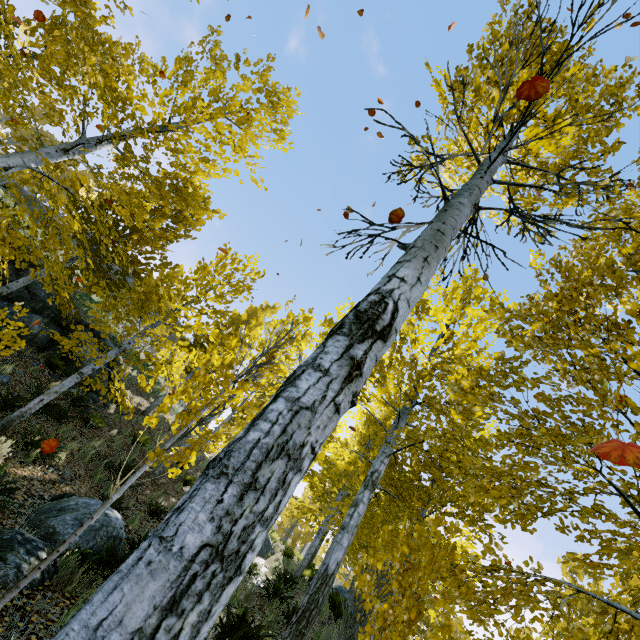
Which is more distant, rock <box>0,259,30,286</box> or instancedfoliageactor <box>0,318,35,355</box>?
rock <box>0,259,30,286</box>

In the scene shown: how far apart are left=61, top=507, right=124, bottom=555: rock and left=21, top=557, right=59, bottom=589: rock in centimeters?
72cm

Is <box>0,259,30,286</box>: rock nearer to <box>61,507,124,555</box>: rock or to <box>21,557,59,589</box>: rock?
<box>61,507,124,555</box>: rock

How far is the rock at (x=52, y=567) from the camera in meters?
3.7 m

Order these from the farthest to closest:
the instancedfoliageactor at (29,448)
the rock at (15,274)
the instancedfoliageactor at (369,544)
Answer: the rock at (15,274), the instancedfoliageactor at (29,448), the instancedfoliageactor at (369,544)

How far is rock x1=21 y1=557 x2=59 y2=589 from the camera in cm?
373

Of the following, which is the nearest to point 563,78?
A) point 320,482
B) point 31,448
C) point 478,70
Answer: point 478,70

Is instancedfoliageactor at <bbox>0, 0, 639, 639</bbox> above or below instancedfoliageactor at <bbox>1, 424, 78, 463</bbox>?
above
